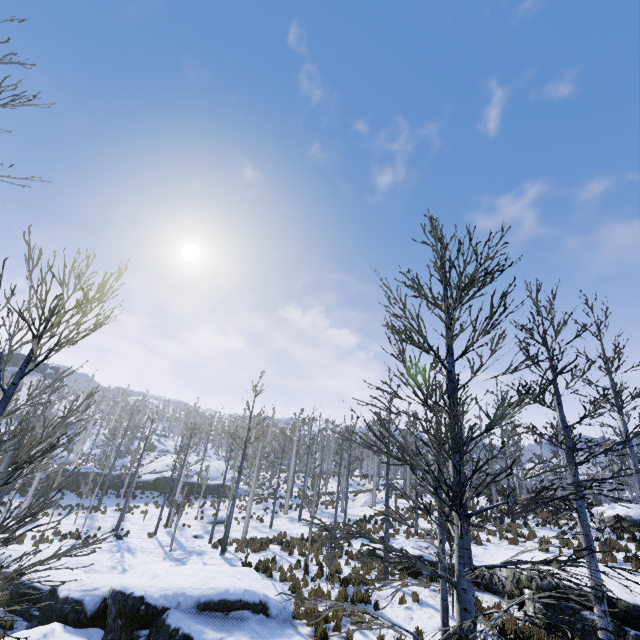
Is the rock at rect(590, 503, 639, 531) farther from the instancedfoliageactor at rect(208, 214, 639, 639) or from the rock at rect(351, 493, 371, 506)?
the rock at rect(351, 493, 371, 506)

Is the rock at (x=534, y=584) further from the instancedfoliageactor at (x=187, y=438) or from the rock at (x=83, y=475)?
the rock at (x=83, y=475)

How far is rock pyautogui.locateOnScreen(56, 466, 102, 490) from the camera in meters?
32.4

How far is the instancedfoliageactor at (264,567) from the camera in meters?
13.3 m

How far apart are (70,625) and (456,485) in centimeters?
1178cm

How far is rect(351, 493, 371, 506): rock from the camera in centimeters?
3000cm

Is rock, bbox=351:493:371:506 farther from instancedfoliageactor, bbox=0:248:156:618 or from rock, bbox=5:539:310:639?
rock, bbox=5:539:310:639

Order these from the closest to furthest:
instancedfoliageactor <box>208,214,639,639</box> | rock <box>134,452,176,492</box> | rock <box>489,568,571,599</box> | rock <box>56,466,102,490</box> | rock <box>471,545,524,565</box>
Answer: instancedfoliageactor <box>208,214,639,639</box>
rock <box>489,568,571,599</box>
rock <box>471,545,524,565</box>
rock <box>56,466,102,490</box>
rock <box>134,452,176,492</box>
